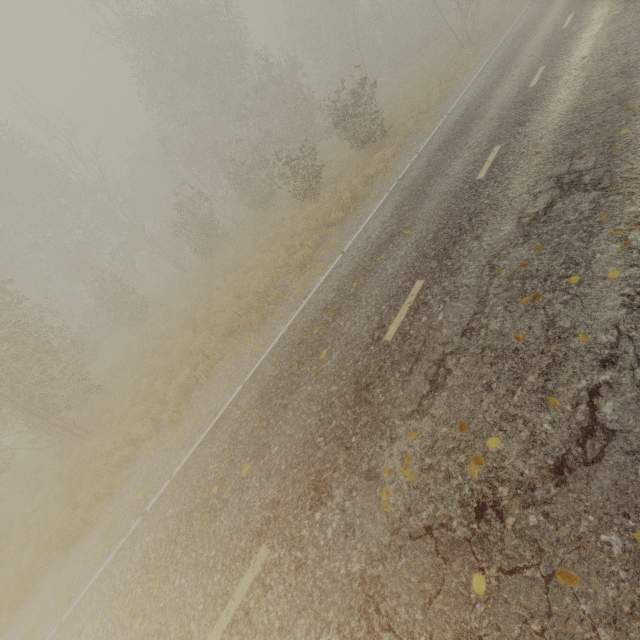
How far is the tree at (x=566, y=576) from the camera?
2.4m

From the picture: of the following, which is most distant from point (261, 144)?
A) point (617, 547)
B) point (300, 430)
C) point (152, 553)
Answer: point (617, 547)

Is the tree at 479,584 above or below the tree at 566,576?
above

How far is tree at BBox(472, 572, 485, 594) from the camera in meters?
2.7 m

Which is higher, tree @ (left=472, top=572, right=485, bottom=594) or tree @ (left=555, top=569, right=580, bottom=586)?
tree @ (left=472, top=572, right=485, bottom=594)
